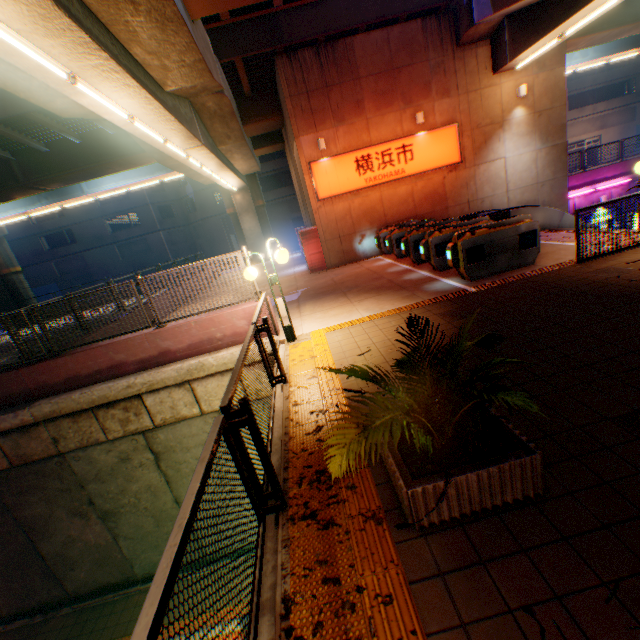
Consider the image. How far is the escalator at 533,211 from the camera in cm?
1112

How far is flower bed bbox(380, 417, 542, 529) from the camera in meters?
2.3 m

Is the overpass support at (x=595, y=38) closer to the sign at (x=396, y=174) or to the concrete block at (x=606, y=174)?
the sign at (x=396, y=174)

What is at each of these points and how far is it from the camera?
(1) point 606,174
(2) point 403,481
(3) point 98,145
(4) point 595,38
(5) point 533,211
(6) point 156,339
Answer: (1) concrete block, 19.7 meters
(2) flower bed, 2.4 meters
(3) overpass support, 16.2 meters
(4) overpass support, 17.4 meters
(5) escalator, 11.2 meters
(6) concrete block, 7.6 meters

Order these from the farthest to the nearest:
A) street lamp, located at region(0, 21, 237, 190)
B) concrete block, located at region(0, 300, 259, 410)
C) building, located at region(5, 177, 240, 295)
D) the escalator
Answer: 1. building, located at region(5, 177, 240, 295)
2. the escalator
3. concrete block, located at region(0, 300, 259, 410)
4. street lamp, located at region(0, 21, 237, 190)

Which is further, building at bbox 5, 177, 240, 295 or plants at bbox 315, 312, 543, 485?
building at bbox 5, 177, 240, 295

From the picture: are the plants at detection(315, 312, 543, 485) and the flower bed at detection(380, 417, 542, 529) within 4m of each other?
yes

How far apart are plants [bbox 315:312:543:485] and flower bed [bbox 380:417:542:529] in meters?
0.0 m
